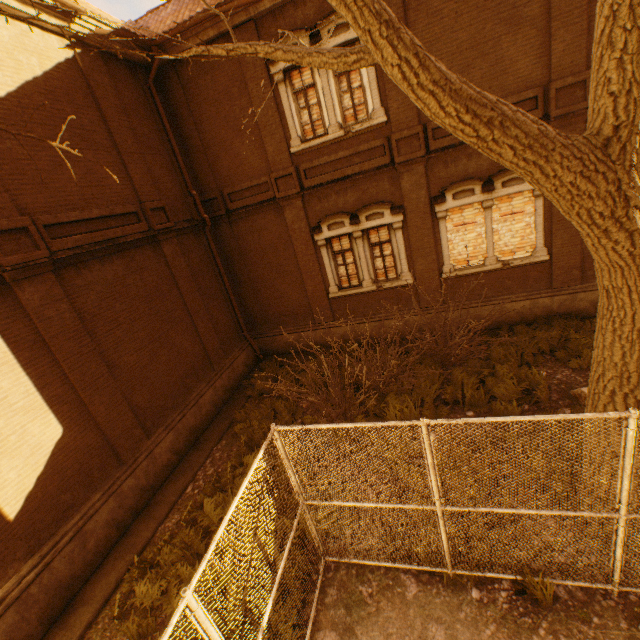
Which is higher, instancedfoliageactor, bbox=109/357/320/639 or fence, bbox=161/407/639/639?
fence, bbox=161/407/639/639

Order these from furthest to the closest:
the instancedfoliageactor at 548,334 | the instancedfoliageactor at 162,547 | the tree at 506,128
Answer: the instancedfoliageactor at 548,334 → the instancedfoliageactor at 162,547 → the tree at 506,128

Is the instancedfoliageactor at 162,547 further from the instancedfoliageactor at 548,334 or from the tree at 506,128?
the instancedfoliageactor at 548,334

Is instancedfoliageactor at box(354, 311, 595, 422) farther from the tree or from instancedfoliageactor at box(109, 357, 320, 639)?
instancedfoliageactor at box(109, 357, 320, 639)

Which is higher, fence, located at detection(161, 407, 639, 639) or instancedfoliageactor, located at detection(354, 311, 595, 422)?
fence, located at detection(161, 407, 639, 639)

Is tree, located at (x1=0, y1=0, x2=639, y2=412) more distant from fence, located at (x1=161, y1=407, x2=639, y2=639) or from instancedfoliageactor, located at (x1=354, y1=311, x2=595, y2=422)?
instancedfoliageactor, located at (x1=354, y1=311, x2=595, y2=422)

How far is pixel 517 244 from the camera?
9.9m

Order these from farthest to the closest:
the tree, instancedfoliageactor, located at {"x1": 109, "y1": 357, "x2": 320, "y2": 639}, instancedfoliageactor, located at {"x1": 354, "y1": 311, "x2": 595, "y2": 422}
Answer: instancedfoliageactor, located at {"x1": 354, "y1": 311, "x2": 595, "y2": 422} < instancedfoliageactor, located at {"x1": 109, "y1": 357, "x2": 320, "y2": 639} < the tree
